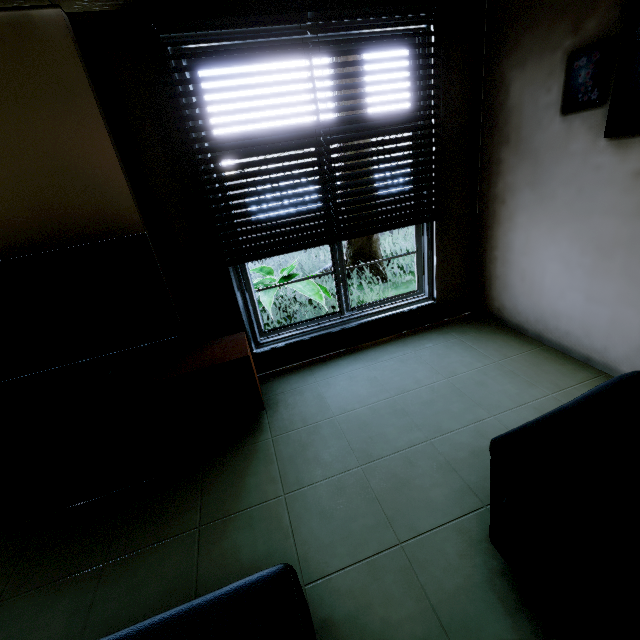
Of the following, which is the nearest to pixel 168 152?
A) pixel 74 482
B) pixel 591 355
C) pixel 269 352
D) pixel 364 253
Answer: pixel 269 352

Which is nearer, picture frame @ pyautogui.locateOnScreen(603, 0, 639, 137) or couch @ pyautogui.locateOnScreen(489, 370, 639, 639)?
couch @ pyautogui.locateOnScreen(489, 370, 639, 639)

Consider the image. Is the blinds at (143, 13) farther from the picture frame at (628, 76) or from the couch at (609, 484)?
the couch at (609, 484)

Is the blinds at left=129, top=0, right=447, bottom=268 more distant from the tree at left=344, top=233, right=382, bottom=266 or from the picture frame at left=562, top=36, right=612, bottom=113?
the tree at left=344, top=233, right=382, bottom=266

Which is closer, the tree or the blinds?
the blinds

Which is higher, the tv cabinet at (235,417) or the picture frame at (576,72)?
the picture frame at (576,72)

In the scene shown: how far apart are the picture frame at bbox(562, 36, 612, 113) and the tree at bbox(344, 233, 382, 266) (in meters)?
3.96

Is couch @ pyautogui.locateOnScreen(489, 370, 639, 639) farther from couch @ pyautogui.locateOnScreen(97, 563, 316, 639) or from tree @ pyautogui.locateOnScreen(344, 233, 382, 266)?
tree @ pyautogui.locateOnScreen(344, 233, 382, 266)
